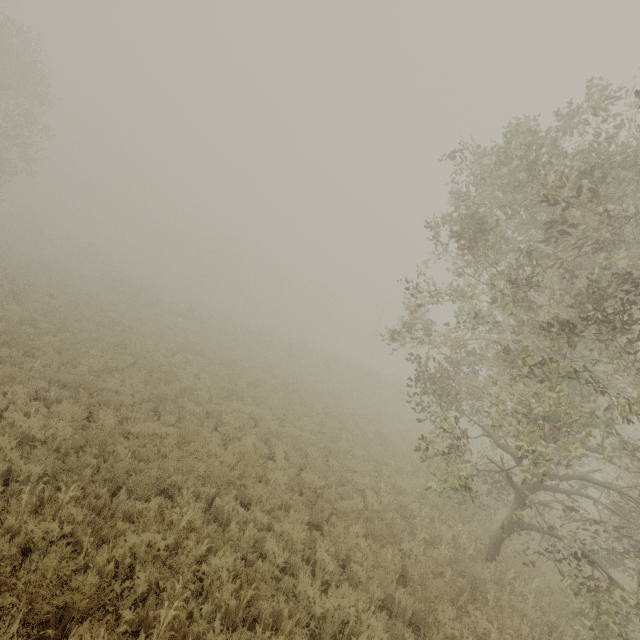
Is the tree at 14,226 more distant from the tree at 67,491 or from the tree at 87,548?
the tree at 87,548

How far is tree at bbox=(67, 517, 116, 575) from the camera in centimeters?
415cm

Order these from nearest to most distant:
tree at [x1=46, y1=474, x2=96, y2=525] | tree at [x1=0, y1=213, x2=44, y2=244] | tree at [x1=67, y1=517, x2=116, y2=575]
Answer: tree at [x1=67, y1=517, x2=116, y2=575]
tree at [x1=46, y1=474, x2=96, y2=525]
tree at [x1=0, y1=213, x2=44, y2=244]

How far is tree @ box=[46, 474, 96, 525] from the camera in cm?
497

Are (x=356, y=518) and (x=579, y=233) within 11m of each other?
yes

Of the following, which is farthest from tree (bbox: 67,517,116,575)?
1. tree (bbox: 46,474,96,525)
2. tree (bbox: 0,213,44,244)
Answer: tree (bbox: 0,213,44,244)

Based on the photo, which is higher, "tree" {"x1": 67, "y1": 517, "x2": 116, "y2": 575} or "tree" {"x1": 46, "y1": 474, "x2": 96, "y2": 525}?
"tree" {"x1": 46, "y1": 474, "x2": 96, "y2": 525}
